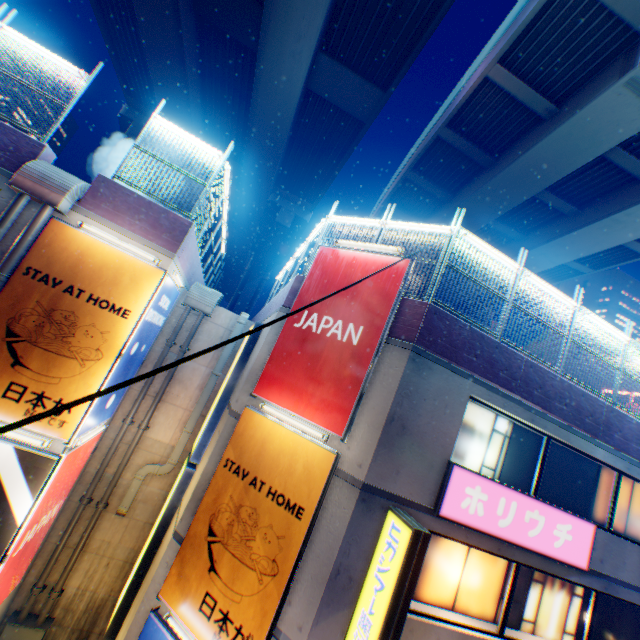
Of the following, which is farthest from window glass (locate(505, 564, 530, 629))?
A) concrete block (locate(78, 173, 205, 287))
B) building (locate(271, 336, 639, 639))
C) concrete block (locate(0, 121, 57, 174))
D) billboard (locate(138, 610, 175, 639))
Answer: concrete block (locate(0, 121, 57, 174))

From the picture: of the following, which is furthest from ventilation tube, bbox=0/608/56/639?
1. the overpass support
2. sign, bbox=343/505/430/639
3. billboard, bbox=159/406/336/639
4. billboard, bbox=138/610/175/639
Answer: the overpass support

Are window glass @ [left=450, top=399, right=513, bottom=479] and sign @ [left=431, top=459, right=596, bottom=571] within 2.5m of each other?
yes

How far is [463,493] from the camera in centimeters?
685cm

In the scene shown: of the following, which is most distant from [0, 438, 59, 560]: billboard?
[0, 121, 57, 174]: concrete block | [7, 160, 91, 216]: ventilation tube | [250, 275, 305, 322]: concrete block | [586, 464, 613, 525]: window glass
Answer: [586, 464, 613, 525]: window glass

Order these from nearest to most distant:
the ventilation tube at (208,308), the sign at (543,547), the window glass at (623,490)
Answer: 1. the sign at (543,547)
2. the window glass at (623,490)
3. the ventilation tube at (208,308)

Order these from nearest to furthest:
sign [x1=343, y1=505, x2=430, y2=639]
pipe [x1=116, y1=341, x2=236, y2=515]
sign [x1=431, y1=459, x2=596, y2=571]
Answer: sign [x1=343, y1=505, x2=430, y2=639]
sign [x1=431, y1=459, x2=596, y2=571]
pipe [x1=116, y1=341, x2=236, y2=515]

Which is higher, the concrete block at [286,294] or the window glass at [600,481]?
the concrete block at [286,294]
